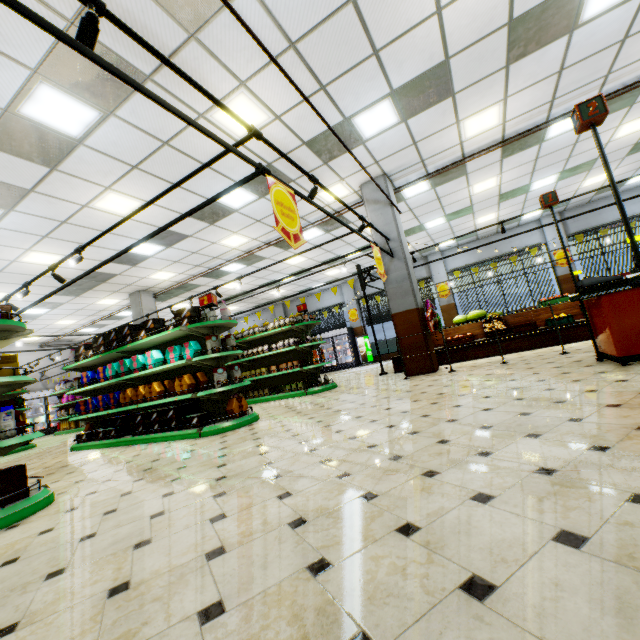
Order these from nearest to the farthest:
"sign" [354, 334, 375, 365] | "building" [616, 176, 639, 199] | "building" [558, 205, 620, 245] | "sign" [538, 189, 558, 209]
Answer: "sign" [538, 189, 558, 209], "building" [616, 176, 639, 199], "building" [558, 205, 620, 245], "sign" [354, 334, 375, 365]

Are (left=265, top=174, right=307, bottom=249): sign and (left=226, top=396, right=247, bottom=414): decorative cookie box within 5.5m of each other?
yes

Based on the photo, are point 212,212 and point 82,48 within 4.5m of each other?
no

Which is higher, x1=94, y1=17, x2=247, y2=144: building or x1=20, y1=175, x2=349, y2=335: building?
x1=20, y1=175, x2=349, y2=335: building

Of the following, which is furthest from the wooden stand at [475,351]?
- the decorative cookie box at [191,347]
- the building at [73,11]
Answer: the decorative cookie box at [191,347]

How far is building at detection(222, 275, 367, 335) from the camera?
18.77m

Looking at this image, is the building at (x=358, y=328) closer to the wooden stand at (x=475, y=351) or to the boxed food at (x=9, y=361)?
the wooden stand at (x=475, y=351)

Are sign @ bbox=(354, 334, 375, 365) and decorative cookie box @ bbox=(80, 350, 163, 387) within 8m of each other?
no
